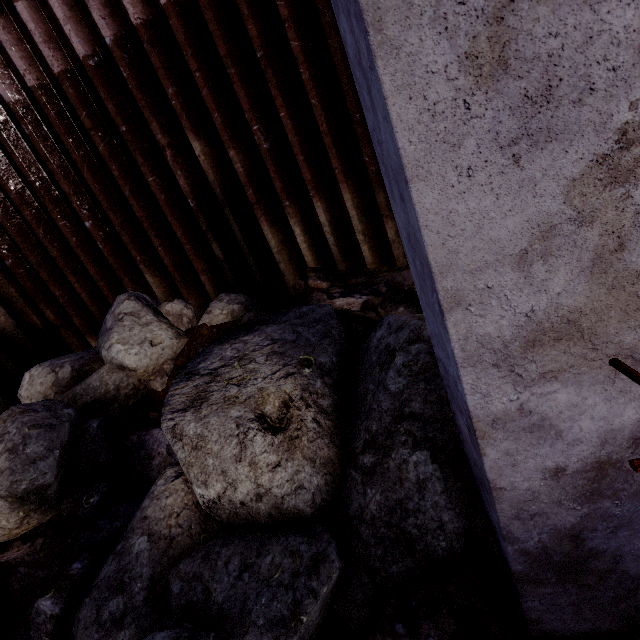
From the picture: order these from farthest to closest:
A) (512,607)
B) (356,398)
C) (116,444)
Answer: (116,444), (356,398), (512,607)

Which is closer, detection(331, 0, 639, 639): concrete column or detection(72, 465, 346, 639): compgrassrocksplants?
detection(331, 0, 639, 639): concrete column

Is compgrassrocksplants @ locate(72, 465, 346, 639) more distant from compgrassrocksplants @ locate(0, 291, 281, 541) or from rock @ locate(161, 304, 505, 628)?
compgrassrocksplants @ locate(0, 291, 281, 541)

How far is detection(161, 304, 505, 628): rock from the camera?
2.2m

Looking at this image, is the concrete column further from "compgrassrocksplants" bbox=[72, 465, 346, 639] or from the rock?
"compgrassrocksplants" bbox=[72, 465, 346, 639]

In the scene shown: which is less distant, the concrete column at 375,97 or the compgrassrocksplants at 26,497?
the concrete column at 375,97

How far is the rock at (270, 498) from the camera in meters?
2.2 m

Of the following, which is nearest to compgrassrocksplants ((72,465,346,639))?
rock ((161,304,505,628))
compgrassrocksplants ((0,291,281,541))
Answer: rock ((161,304,505,628))
